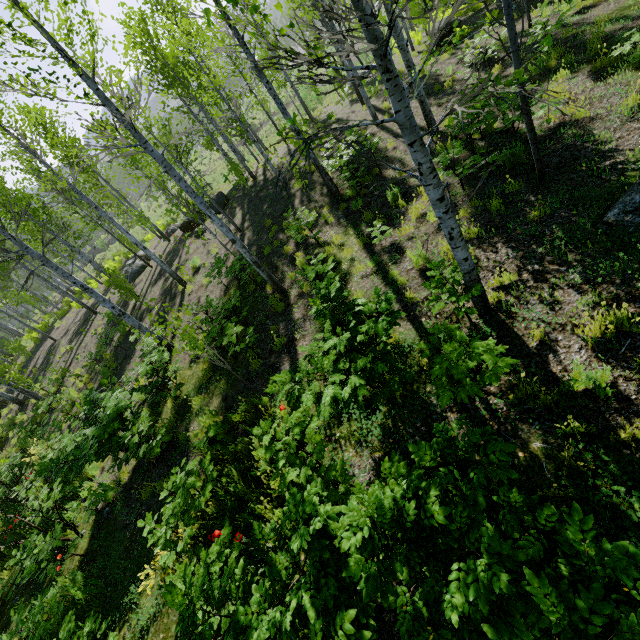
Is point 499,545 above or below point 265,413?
above
